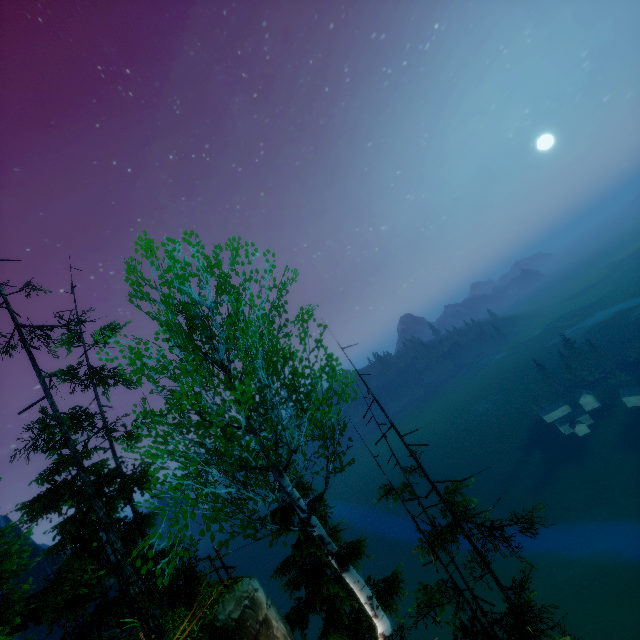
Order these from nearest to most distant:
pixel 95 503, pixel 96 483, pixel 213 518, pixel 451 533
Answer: pixel 213 518
pixel 451 533
pixel 95 503
pixel 96 483

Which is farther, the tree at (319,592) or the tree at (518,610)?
the tree at (518,610)

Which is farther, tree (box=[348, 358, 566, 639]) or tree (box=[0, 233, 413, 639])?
tree (box=[348, 358, 566, 639])
